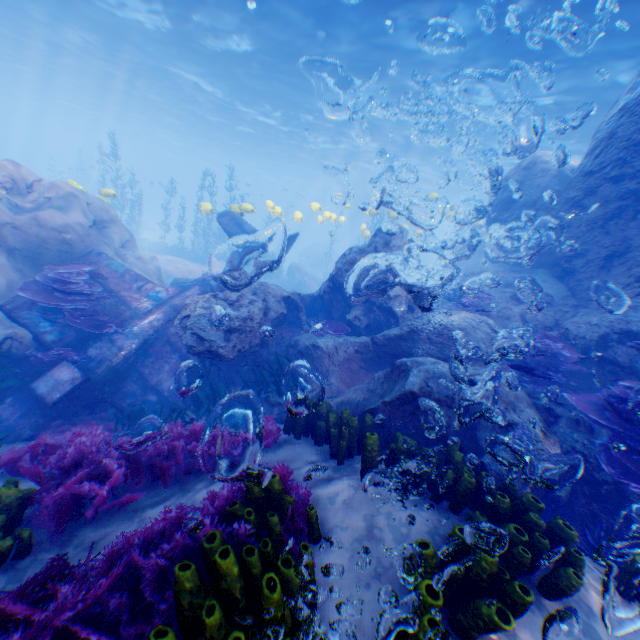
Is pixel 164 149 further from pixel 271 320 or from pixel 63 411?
pixel 63 411

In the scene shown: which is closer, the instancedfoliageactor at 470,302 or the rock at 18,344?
the rock at 18,344

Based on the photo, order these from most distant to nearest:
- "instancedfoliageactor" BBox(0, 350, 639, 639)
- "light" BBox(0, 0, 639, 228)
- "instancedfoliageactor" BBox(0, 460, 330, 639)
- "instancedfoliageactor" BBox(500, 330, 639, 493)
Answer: "light" BBox(0, 0, 639, 228) < "instancedfoliageactor" BBox(500, 330, 639, 493) < "instancedfoliageactor" BBox(0, 350, 639, 639) < "instancedfoliageactor" BBox(0, 460, 330, 639)

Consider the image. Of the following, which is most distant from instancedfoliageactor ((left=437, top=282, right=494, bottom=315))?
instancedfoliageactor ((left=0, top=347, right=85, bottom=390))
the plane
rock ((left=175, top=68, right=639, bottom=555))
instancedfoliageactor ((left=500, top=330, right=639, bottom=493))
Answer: instancedfoliageactor ((left=0, top=347, right=85, bottom=390))

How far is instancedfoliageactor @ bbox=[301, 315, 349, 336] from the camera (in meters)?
8.70

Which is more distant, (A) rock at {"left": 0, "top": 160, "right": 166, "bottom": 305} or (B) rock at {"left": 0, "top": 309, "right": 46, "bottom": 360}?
(A) rock at {"left": 0, "top": 160, "right": 166, "bottom": 305}

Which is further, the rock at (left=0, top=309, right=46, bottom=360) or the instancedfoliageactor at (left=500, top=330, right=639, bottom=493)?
the rock at (left=0, top=309, right=46, bottom=360)

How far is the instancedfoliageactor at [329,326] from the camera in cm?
870
